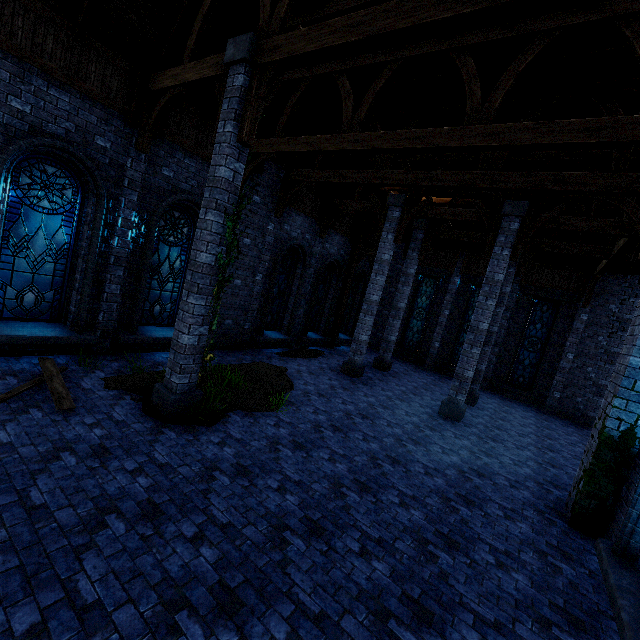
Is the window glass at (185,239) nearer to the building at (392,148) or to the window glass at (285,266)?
the building at (392,148)

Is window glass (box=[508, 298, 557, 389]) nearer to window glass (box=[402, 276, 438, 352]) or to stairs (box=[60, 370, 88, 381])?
window glass (box=[402, 276, 438, 352])

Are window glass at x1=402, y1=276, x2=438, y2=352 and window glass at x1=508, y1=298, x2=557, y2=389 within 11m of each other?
yes

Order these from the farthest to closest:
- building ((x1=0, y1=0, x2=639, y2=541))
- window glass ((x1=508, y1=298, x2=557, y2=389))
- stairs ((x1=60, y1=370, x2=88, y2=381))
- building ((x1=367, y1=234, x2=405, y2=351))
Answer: building ((x1=367, y1=234, x2=405, y2=351)) < window glass ((x1=508, y1=298, x2=557, y2=389)) < stairs ((x1=60, y1=370, x2=88, y2=381)) < building ((x1=0, y1=0, x2=639, y2=541))

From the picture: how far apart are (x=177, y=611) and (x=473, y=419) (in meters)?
10.78

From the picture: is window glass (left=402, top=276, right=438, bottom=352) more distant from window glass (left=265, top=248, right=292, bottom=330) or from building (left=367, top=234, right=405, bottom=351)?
window glass (left=265, top=248, right=292, bottom=330)

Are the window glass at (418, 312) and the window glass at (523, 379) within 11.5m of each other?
yes

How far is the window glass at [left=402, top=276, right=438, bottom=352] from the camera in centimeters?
1948cm
